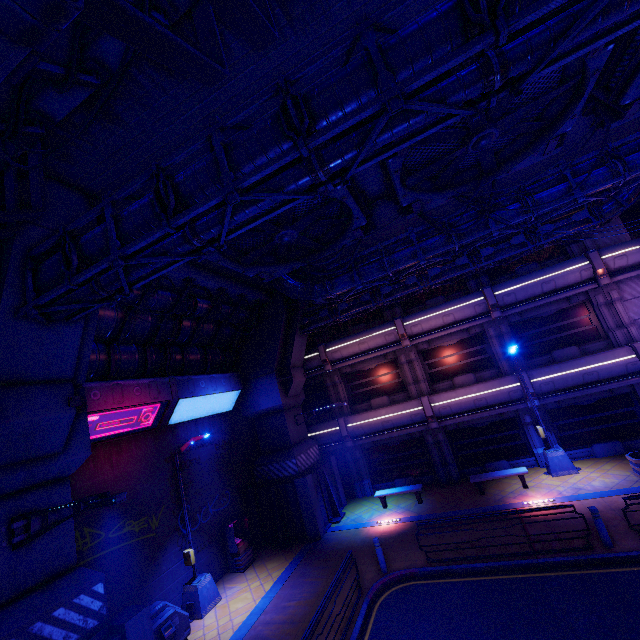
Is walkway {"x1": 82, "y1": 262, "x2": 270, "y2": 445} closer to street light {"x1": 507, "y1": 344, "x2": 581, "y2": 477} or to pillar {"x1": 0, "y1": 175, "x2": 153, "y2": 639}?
pillar {"x1": 0, "y1": 175, "x2": 153, "y2": 639}

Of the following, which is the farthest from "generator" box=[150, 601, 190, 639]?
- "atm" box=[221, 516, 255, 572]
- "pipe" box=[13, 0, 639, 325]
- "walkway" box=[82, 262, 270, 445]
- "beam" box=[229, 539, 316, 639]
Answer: "pipe" box=[13, 0, 639, 325]

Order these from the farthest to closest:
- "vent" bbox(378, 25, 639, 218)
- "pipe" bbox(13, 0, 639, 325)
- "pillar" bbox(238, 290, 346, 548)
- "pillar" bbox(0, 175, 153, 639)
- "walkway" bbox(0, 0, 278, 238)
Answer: "pillar" bbox(238, 290, 346, 548) → "vent" bbox(378, 25, 639, 218) → "pillar" bbox(0, 175, 153, 639) → "pipe" bbox(13, 0, 639, 325) → "walkway" bbox(0, 0, 278, 238)

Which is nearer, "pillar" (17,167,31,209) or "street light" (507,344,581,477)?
"pillar" (17,167,31,209)

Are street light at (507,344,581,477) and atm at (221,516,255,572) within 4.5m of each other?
no

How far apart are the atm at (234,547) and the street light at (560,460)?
14.03m

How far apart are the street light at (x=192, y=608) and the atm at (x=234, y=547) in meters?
1.3

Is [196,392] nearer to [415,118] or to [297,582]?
[297,582]
